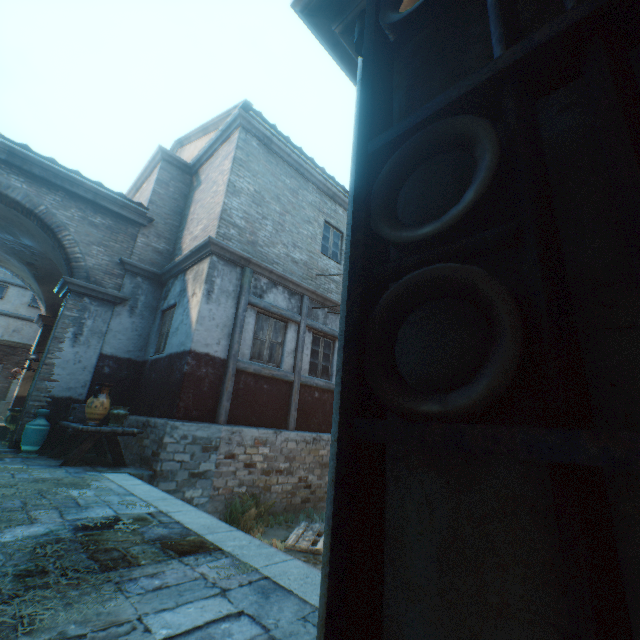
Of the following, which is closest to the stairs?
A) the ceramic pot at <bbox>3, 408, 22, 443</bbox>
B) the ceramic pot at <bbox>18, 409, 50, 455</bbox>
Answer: the ceramic pot at <bbox>18, 409, 50, 455</bbox>

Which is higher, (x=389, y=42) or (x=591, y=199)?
(x=389, y=42)

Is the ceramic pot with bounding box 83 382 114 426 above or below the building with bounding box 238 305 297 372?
below

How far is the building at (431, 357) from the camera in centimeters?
71cm

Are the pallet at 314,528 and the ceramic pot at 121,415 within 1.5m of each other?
no

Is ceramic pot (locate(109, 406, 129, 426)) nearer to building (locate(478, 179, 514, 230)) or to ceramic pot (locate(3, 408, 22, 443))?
building (locate(478, 179, 514, 230))

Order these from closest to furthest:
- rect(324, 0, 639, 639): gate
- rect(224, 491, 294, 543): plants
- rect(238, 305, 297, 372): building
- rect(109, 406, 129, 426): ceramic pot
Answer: rect(324, 0, 639, 639): gate < rect(224, 491, 294, 543): plants < rect(109, 406, 129, 426): ceramic pot < rect(238, 305, 297, 372): building

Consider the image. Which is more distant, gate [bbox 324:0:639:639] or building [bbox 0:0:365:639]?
building [bbox 0:0:365:639]
